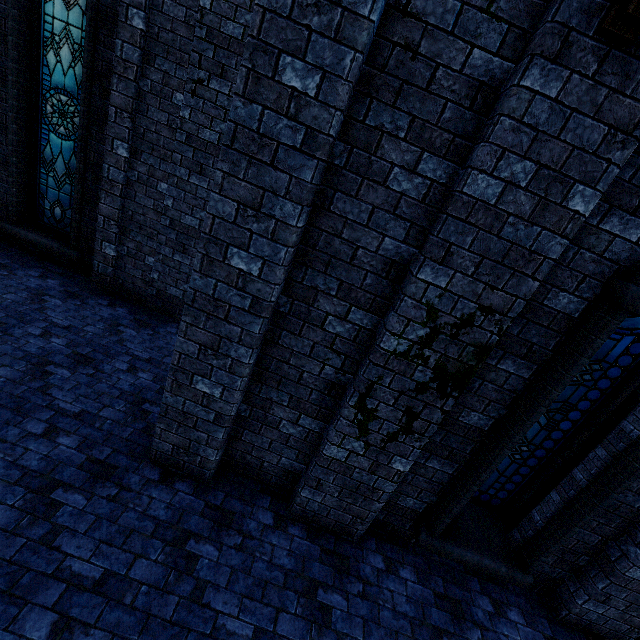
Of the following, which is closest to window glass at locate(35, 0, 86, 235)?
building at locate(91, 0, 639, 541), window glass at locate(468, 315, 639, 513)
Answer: building at locate(91, 0, 639, 541)

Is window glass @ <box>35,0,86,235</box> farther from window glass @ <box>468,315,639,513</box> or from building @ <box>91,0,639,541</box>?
window glass @ <box>468,315,639,513</box>

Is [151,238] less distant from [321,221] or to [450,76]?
[321,221]

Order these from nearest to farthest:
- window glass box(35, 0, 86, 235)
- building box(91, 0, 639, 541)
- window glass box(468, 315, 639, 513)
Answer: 1. building box(91, 0, 639, 541)
2. window glass box(468, 315, 639, 513)
3. window glass box(35, 0, 86, 235)

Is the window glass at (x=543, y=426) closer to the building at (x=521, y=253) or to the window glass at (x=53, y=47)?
the building at (x=521, y=253)
